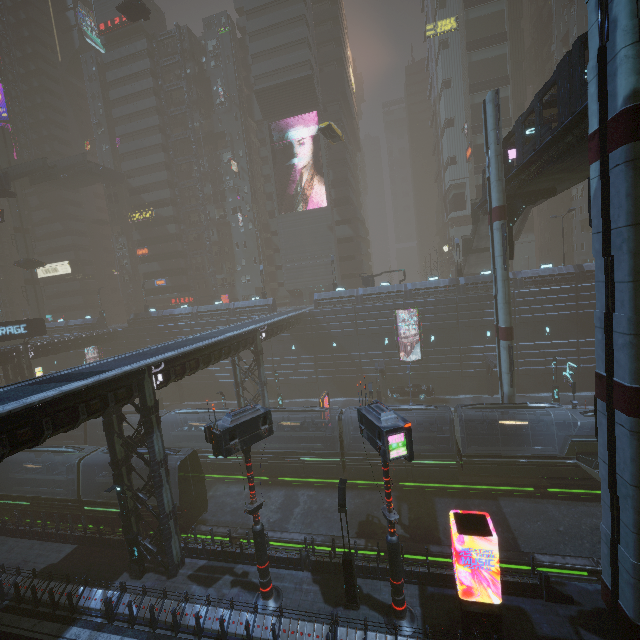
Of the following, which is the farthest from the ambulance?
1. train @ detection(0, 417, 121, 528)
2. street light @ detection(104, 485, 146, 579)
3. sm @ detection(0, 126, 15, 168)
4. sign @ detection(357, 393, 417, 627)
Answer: street light @ detection(104, 485, 146, 579)

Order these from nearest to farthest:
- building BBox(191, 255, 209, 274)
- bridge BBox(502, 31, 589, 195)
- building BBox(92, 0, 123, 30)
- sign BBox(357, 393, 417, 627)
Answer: sign BBox(357, 393, 417, 627) → bridge BBox(502, 31, 589, 195) → building BBox(92, 0, 123, 30) → building BBox(191, 255, 209, 274)

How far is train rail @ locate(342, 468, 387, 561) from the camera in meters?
18.6 m

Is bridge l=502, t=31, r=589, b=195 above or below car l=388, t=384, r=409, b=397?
above

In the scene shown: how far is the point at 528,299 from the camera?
35.59m

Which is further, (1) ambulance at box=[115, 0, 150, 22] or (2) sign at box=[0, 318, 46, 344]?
(1) ambulance at box=[115, 0, 150, 22]

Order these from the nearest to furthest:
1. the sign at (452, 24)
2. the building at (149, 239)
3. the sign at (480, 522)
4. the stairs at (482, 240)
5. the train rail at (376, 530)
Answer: the sign at (480, 522)
the train rail at (376, 530)
the stairs at (482, 240)
the sign at (452, 24)
the building at (149, 239)

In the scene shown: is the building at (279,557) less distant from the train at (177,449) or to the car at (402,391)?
the train at (177,449)
